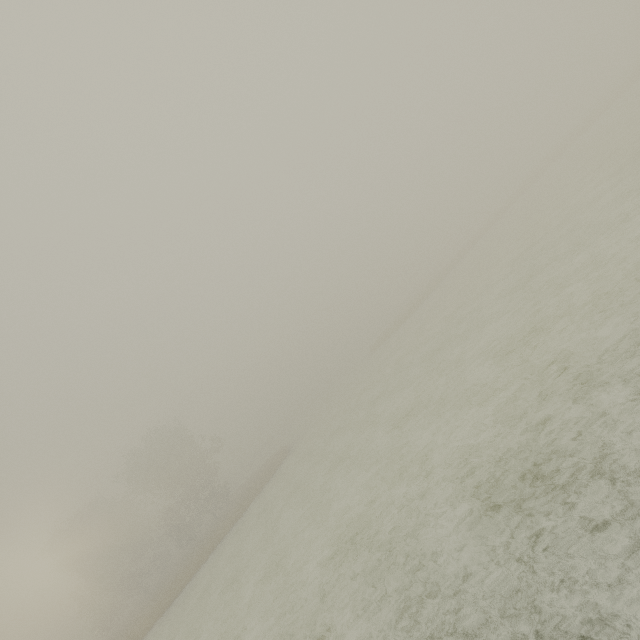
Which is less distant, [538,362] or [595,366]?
[595,366]
